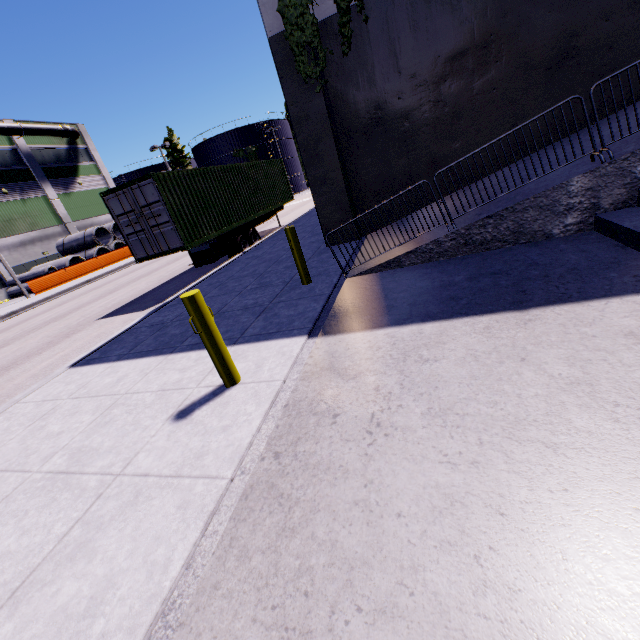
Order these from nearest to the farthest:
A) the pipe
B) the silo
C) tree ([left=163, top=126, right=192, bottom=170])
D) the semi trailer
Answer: the semi trailer, the pipe, the silo, tree ([left=163, top=126, right=192, bottom=170])

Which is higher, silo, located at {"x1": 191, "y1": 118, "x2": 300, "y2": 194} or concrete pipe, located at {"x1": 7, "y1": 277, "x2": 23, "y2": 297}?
silo, located at {"x1": 191, "y1": 118, "x2": 300, "y2": 194}

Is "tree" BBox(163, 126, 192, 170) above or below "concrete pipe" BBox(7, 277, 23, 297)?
above

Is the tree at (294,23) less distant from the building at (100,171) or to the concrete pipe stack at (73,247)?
the building at (100,171)

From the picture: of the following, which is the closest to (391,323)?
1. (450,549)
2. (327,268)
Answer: (450,549)

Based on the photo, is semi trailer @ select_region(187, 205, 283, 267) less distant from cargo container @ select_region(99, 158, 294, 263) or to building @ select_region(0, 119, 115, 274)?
cargo container @ select_region(99, 158, 294, 263)

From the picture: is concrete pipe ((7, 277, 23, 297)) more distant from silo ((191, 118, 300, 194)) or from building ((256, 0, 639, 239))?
silo ((191, 118, 300, 194))

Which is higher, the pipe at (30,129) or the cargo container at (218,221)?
the pipe at (30,129)
